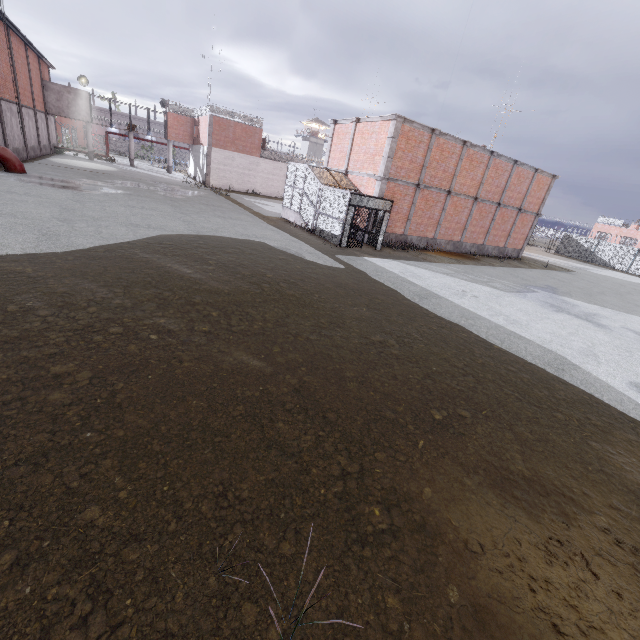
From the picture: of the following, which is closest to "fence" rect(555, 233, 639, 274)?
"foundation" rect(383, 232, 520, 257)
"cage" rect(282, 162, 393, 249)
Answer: "cage" rect(282, 162, 393, 249)

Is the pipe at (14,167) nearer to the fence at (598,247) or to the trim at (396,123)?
the trim at (396,123)

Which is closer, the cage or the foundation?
the cage

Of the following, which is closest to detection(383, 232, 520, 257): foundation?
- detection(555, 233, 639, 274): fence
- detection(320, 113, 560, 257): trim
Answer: detection(320, 113, 560, 257): trim

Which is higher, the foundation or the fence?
the fence

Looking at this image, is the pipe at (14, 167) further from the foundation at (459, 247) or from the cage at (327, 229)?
the foundation at (459, 247)

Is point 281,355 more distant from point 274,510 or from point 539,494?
point 539,494
